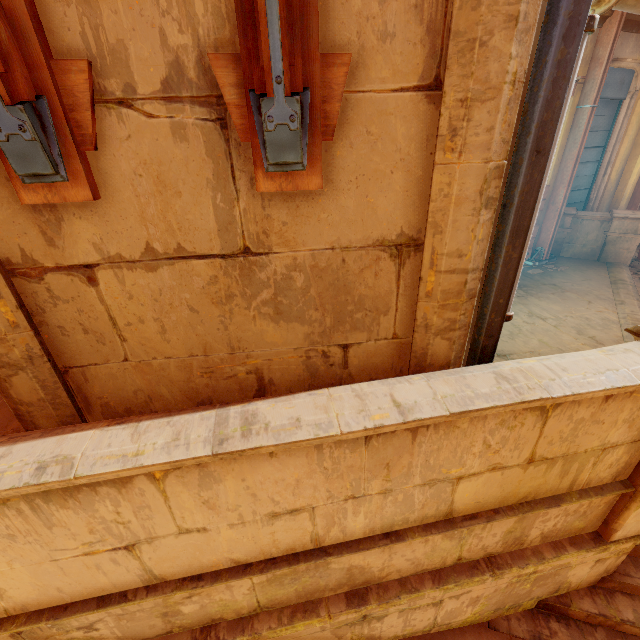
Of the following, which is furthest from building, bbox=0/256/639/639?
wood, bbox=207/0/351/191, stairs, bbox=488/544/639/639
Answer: wood, bbox=207/0/351/191

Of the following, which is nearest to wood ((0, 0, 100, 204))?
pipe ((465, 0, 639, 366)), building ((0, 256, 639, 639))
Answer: pipe ((465, 0, 639, 366))

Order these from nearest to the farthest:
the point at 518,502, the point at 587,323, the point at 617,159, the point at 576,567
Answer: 1. the point at 518,502
2. the point at 576,567
3. the point at 587,323
4. the point at 617,159

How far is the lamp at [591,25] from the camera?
1.39m

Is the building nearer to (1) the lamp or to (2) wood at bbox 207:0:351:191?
(1) the lamp

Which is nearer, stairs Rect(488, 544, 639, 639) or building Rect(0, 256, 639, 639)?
building Rect(0, 256, 639, 639)

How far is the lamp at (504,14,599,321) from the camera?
1.4 meters

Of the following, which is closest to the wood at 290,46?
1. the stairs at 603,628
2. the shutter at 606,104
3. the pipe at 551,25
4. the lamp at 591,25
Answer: the pipe at 551,25
